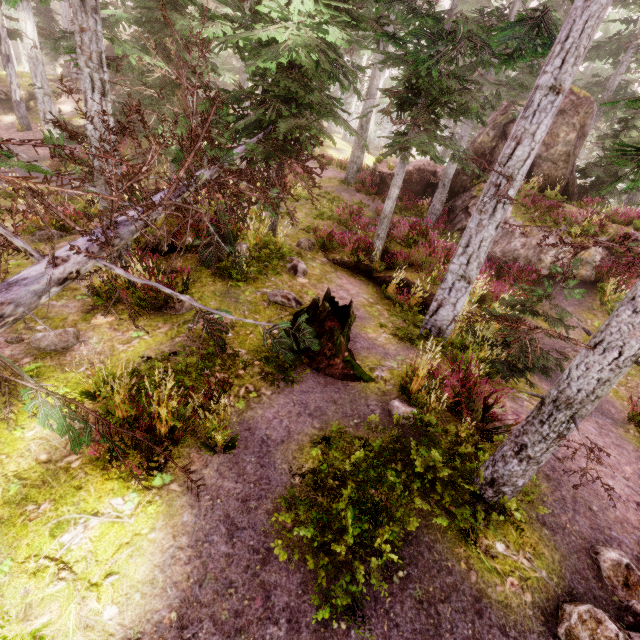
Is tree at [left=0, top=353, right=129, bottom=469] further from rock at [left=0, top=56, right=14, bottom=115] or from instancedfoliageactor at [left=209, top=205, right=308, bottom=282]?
rock at [left=0, top=56, right=14, bottom=115]

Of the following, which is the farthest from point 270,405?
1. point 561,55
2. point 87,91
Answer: point 561,55

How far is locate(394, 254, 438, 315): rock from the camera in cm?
1053

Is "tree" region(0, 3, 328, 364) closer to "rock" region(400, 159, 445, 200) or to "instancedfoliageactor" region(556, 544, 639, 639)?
"instancedfoliageactor" region(556, 544, 639, 639)

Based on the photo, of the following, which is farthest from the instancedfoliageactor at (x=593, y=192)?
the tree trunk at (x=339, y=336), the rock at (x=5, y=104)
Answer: the tree trunk at (x=339, y=336)

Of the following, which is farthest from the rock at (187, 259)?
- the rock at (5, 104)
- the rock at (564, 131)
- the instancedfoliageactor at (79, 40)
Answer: the rock at (5, 104)

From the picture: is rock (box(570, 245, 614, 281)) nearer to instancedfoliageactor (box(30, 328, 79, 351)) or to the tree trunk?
instancedfoliageactor (box(30, 328, 79, 351))

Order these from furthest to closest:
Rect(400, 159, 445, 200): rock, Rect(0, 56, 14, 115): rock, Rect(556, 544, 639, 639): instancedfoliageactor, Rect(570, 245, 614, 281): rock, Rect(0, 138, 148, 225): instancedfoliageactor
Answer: Rect(0, 56, 14, 115): rock
Rect(400, 159, 445, 200): rock
Rect(570, 245, 614, 281): rock
Rect(556, 544, 639, 639): instancedfoliageactor
Rect(0, 138, 148, 225): instancedfoliageactor
